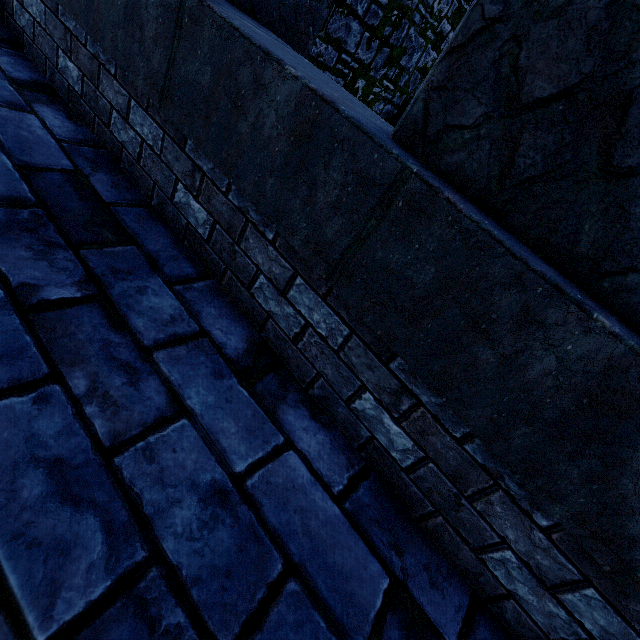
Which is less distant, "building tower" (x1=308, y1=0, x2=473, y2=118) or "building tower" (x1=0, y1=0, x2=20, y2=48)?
"building tower" (x1=0, y1=0, x2=20, y2=48)

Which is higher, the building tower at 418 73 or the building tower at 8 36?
the building tower at 418 73

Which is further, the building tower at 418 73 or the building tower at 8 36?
the building tower at 418 73

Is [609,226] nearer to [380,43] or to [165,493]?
[165,493]

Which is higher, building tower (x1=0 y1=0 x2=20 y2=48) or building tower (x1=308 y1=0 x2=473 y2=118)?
building tower (x1=308 y1=0 x2=473 y2=118)
